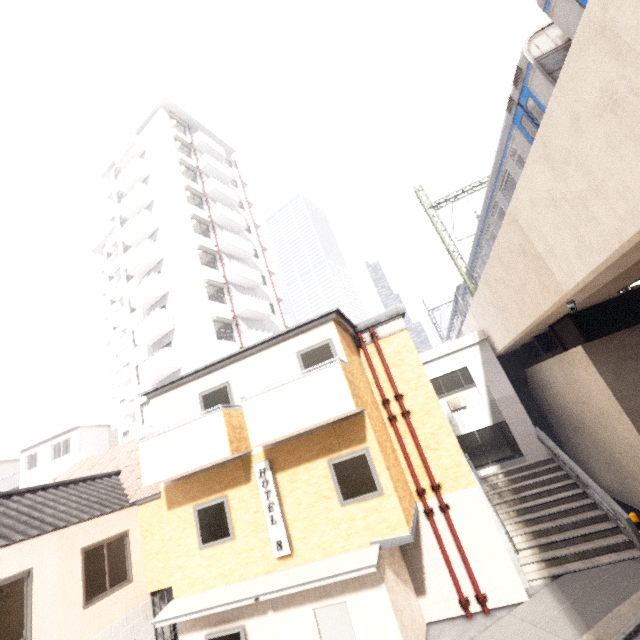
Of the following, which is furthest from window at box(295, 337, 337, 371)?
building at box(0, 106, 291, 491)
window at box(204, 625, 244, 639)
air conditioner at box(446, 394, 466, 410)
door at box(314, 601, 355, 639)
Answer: building at box(0, 106, 291, 491)

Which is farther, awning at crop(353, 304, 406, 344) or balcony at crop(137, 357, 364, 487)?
awning at crop(353, 304, 406, 344)

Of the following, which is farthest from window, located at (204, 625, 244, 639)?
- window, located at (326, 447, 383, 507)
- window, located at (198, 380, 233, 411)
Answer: window, located at (198, 380, 233, 411)

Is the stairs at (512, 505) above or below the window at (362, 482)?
below

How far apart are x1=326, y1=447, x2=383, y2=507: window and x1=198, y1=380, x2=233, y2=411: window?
3.3m

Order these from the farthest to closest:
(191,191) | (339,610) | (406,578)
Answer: (191,191)
(406,578)
(339,610)

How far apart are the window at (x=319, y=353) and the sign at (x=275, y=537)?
2.3m

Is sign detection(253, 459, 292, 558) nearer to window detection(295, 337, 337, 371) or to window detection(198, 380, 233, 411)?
window detection(198, 380, 233, 411)
